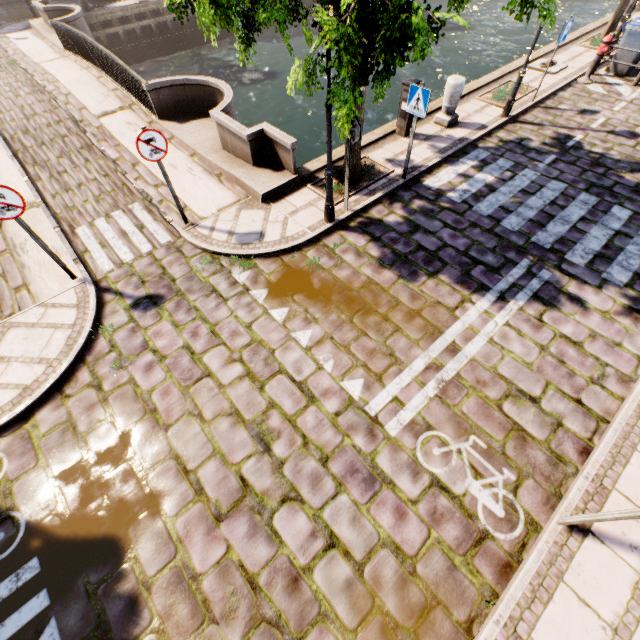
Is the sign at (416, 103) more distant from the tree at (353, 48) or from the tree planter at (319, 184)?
the tree planter at (319, 184)

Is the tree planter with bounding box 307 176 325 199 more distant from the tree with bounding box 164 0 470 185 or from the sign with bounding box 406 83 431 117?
the sign with bounding box 406 83 431 117

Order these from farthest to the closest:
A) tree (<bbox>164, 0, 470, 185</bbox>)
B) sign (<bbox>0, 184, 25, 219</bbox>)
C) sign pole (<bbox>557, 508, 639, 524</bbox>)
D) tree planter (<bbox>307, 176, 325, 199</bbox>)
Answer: tree planter (<bbox>307, 176, 325, 199</bbox>) < sign (<bbox>0, 184, 25, 219</bbox>) < tree (<bbox>164, 0, 470, 185</bbox>) < sign pole (<bbox>557, 508, 639, 524</bbox>)

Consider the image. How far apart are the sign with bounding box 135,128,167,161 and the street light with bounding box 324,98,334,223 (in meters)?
2.88

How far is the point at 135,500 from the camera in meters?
4.1

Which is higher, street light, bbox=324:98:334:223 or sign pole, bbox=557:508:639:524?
sign pole, bbox=557:508:639:524

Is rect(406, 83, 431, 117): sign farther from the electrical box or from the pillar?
the pillar

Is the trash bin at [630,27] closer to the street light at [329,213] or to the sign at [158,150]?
the street light at [329,213]
